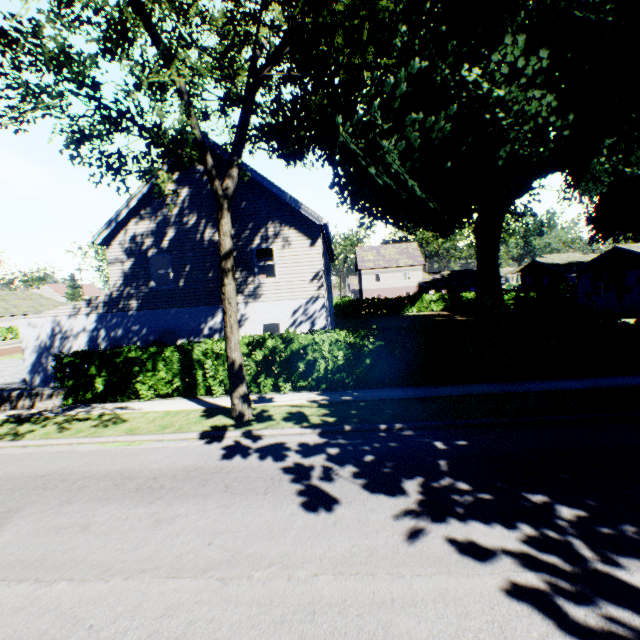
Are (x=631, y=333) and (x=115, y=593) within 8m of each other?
no

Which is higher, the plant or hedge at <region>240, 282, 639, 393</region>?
the plant

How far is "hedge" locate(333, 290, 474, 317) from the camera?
40.6m

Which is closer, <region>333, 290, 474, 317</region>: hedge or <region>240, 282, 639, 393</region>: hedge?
<region>240, 282, 639, 393</region>: hedge

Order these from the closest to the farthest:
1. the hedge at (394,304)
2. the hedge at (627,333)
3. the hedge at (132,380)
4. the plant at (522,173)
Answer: the plant at (522,173) < the hedge at (627,333) < the hedge at (132,380) < the hedge at (394,304)

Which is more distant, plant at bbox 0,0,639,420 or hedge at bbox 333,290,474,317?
hedge at bbox 333,290,474,317

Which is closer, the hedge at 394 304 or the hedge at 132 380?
the hedge at 132 380
